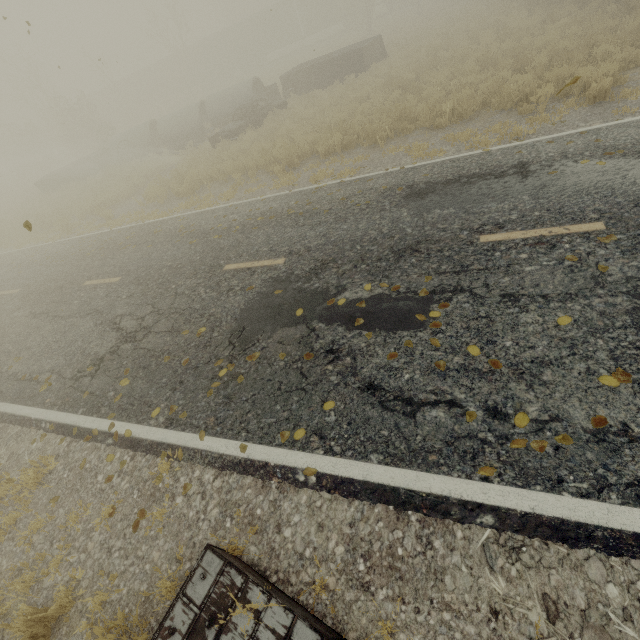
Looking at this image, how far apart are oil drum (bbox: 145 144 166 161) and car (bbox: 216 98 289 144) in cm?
533

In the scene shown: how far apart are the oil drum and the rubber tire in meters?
0.4

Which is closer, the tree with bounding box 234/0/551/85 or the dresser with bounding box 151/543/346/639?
the dresser with bounding box 151/543/346/639

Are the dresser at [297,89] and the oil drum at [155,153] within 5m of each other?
no

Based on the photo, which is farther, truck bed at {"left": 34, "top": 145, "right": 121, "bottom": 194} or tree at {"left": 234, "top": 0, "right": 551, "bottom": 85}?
truck bed at {"left": 34, "top": 145, "right": 121, "bottom": 194}

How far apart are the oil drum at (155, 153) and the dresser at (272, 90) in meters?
7.7 m

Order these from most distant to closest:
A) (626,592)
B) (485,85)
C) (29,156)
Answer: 1. (29,156)
2. (485,85)
3. (626,592)

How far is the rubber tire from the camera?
20.4m
